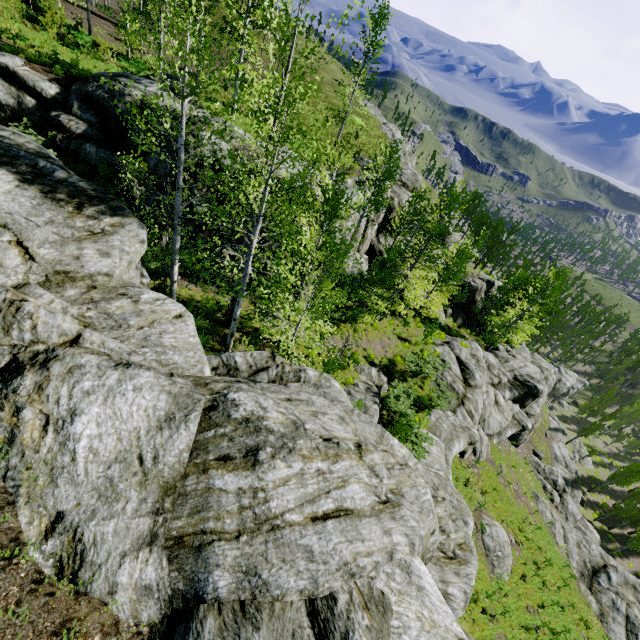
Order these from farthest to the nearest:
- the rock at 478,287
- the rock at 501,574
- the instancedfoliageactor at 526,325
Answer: Answer:
the rock at 478,287
the instancedfoliageactor at 526,325
the rock at 501,574

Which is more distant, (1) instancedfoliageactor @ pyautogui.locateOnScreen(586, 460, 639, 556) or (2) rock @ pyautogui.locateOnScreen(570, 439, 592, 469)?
(2) rock @ pyautogui.locateOnScreen(570, 439, 592, 469)

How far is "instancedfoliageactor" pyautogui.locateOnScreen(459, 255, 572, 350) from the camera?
30.7m

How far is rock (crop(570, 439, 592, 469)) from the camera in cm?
5131

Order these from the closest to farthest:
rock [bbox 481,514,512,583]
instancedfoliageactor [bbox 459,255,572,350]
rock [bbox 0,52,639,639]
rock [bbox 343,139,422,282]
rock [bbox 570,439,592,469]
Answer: rock [bbox 0,52,639,639]
rock [bbox 481,514,512,583]
rock [bbox 343,139,422,282]
instancedfoliageactor [bbox 459,255,572,350]
rock [bbox 570,439,592,469]

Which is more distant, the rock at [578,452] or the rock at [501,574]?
the rock at [578,452]

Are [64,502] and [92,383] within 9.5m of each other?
yes
